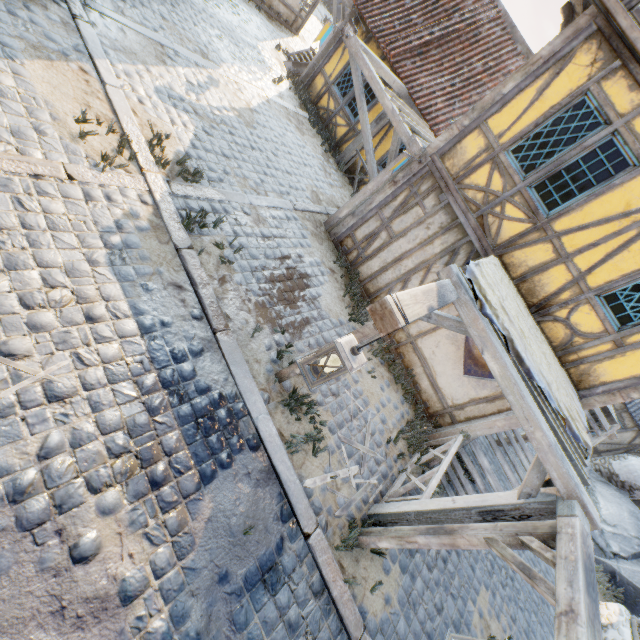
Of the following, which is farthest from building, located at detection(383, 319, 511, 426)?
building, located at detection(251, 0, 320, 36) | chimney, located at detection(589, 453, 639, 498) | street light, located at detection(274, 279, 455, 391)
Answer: building, located at detection(251, 0, 320, 36)

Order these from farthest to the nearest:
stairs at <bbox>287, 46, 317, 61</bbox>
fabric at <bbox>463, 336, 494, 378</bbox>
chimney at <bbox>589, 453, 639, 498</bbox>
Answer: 1. chimney at <bbox>589, 453, 639, 498</bbox>
2. stairs at <bbox>287, 46, 317, 61</bbox>
3. fabric at <bbox>463, 336, 494, 378</bbox>

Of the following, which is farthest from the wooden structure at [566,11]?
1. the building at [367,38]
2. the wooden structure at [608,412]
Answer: the wooden structure at [608,412]

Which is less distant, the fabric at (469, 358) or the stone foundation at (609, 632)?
the fabric at (469, 358)

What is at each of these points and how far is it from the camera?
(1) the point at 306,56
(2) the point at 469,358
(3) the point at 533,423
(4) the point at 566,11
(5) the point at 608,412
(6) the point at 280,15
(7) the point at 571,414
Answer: (1) stairs, 12.3m
(2) fabric, 6.7m
(3) awning, 3.6m
(4) wooden structure, 5.3m
(5) wooden structure, 8.3m
(6) building, 13.2m
(7) fabric, 4.5m

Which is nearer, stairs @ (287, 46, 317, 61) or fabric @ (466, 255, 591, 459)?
fabric @ (466, 255, 591, 459)

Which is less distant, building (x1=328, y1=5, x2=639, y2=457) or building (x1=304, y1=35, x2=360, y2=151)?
building (x1=328, y1=5, x2=639, y2=457)

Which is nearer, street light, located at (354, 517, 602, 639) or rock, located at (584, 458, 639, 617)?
street light, located at (354, 517, 602, 639)
